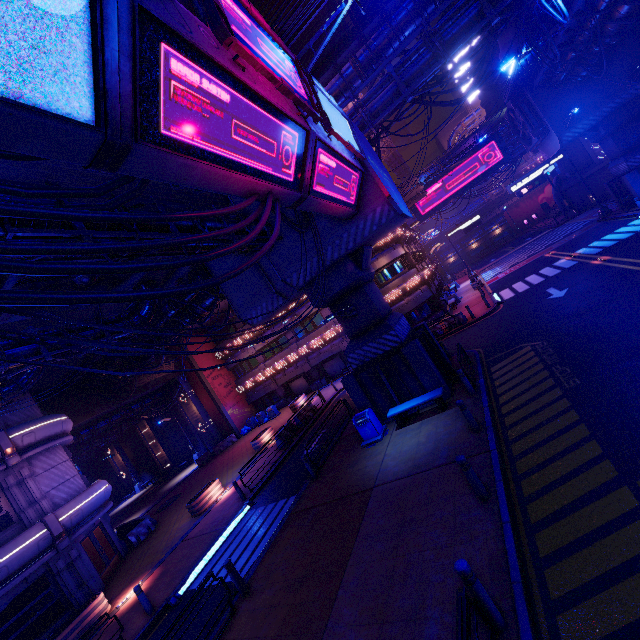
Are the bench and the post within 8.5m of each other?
yes

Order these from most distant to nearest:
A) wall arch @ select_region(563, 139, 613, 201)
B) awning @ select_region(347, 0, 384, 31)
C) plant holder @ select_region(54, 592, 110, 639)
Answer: wall arch @ select_region(563, 139, 613, 201) < awning @ select_region(347, 0, 384, 31) < plant holder @ select_region(54, 592, 110, 639)

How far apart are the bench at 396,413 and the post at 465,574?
7.60m

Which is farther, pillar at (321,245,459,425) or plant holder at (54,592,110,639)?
pillar at (321,245,459,425)

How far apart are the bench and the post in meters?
7.6 m

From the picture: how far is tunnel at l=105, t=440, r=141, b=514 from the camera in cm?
4158

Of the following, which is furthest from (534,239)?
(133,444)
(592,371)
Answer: (133,444)

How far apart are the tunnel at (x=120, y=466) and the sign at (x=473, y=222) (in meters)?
54.75
